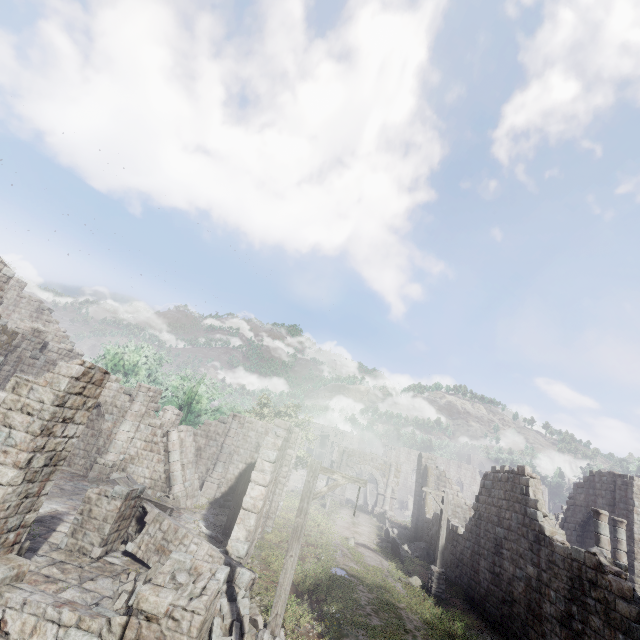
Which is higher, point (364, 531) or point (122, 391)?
point (122, 391)

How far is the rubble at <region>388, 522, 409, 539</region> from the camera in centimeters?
2748cm

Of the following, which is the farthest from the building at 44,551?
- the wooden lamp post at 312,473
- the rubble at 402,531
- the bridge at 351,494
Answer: the bridge at 351,494

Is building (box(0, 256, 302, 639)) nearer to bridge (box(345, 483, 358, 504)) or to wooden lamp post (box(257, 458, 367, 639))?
wooden lamp post (box(257, 458, 367, 639))

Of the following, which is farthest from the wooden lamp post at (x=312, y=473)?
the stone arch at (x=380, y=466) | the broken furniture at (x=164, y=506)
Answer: the stone arch at (x=380, y=466)

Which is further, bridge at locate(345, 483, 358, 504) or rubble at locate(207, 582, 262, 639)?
bridge at locate(345, 483, 358, 504)

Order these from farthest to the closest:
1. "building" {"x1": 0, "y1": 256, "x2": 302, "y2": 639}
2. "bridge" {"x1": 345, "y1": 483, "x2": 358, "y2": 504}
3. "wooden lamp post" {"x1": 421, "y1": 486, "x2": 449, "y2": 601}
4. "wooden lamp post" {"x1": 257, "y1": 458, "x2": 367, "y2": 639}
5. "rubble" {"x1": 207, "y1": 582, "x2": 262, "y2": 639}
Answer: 1. "bridge" {"x1": 345, "y1": 483, "x2": 358, "y2": 504}
2. "wooden lamp post" {"x1": 421, "y1": 486, "x2": 449, "y2": 601}
3. "rubble" {"x1": 207, "y1": 582, "x2": 262, "y2": 639}
4. "wooden lamp post" {"x1": 257, "y1": 458, "x2": 367, "y2": 639}
5. "building" {"x1": 0, "y1": 256, "x2": 302, "y2": 639}

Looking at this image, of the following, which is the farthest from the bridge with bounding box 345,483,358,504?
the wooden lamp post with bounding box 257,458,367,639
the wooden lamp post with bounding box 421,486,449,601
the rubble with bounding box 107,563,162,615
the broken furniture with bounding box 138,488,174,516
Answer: the wooden lamp post with bounding box 257,458,367,639
